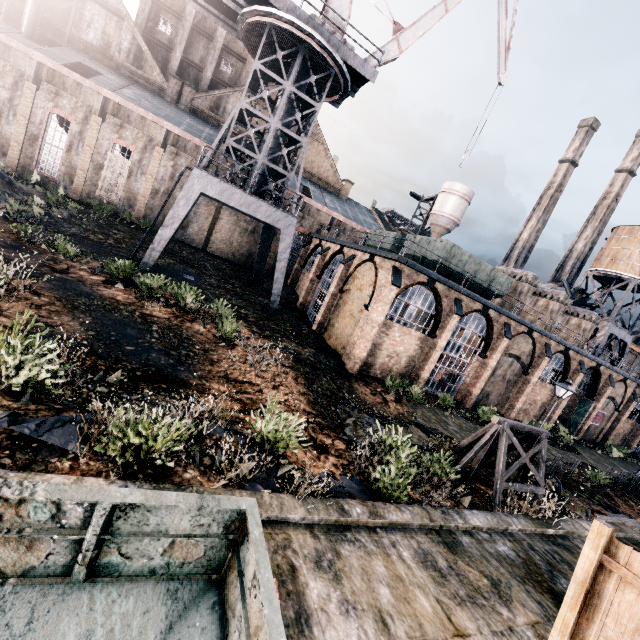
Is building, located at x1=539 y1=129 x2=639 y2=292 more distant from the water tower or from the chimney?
the chimney

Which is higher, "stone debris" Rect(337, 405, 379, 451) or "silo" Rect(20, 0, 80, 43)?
"silo" Rect(20, 0, 80, 43)

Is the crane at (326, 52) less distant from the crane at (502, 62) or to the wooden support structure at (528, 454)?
the crane at (502, 62)

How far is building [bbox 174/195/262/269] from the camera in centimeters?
3419cm

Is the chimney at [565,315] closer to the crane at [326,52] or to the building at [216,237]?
the building at [216,237]

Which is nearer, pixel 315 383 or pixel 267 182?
pixel 315 383

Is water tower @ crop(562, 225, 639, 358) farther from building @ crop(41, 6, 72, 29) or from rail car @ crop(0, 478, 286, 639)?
rail car @ crop(0, 478, 286, 639)

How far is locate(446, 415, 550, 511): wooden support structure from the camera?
11.5 meters
